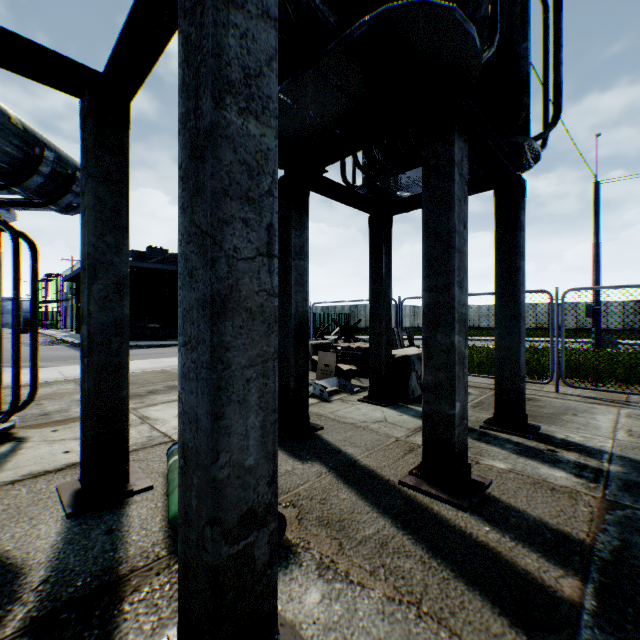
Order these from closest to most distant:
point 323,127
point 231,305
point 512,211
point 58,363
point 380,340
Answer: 1. point 231,305
2. point 323,127
3. point 512,211
4. point 380,340
5. point 58,363

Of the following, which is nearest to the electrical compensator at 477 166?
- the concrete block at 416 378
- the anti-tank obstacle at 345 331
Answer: the concrete block at 416 378

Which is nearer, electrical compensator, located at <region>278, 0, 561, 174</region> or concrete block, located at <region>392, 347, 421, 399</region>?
electrical compensator, located at <region>278, 0, 561, 174</region>

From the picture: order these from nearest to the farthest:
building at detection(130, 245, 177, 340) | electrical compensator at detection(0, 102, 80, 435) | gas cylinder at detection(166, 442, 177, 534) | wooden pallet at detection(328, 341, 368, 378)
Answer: gas cylinder at detection(166, 442, 177, 534) < electrical compensator at detection(0, 102, 80, 435) < wooden pallet at detection(328, 341, 368, 378) < building at detection(130, 245, 177, 340)

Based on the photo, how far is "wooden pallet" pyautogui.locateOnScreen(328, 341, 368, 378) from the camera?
8.3 meters

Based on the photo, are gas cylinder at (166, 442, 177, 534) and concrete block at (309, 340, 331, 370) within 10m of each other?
yes

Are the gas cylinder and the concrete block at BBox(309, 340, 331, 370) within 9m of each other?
yes

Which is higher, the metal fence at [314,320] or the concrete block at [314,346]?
the metal fence at [314,320]
